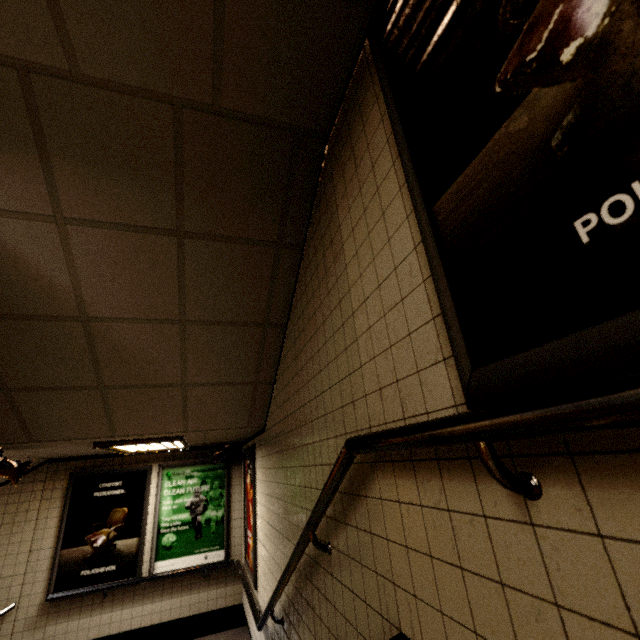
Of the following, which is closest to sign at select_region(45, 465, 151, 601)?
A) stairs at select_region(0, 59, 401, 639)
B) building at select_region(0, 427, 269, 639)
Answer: building at select_region(0, 427, 269, 639)

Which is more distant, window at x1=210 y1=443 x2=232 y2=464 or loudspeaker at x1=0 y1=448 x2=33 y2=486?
window at x1=210 y1=443 x2=232 y2=464

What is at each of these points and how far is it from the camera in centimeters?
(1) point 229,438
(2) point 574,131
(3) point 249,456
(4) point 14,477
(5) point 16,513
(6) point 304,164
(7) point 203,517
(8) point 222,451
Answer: (1) building, 530cm
(2) sign, 65cm
(3) sign, 530cm
(4) loudspeaker, 354cm
(5) stairs, 521cm
(6) stairs, 230cm
(7) sign, 595cm
(8) window, 609cm

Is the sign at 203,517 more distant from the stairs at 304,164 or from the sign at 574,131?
the sign at 574,131

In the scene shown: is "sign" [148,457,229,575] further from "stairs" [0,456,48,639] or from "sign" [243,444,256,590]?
"stairs" [0,456,48,639]

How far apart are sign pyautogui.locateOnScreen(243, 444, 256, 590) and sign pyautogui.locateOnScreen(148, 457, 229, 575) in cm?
67

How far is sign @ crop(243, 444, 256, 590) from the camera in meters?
4.4

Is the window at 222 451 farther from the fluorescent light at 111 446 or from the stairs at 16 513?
the stairs at 16 513
